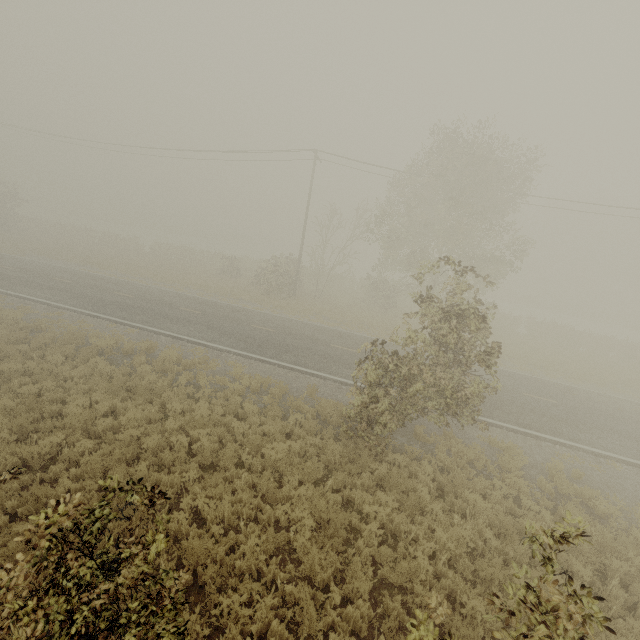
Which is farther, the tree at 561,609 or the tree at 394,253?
the tree at 394,253

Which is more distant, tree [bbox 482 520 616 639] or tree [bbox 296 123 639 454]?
tree [bbox 296 123 639 454]

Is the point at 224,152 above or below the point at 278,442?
above
